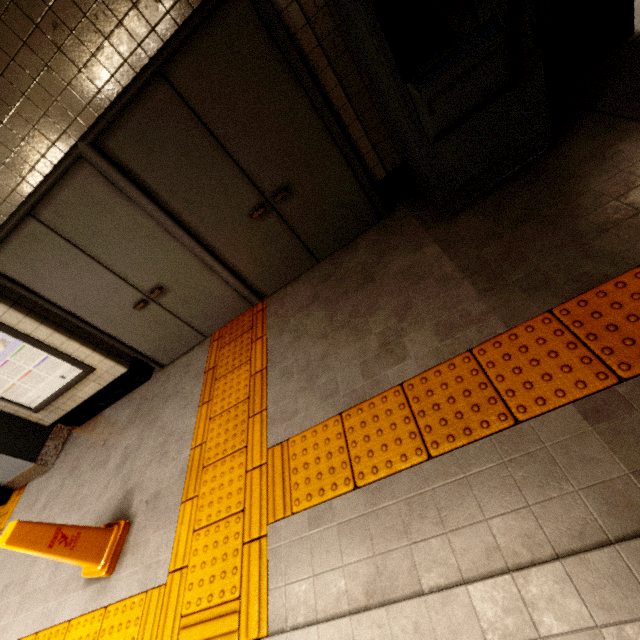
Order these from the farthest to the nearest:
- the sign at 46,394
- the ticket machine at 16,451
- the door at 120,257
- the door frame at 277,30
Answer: the ticket machine at 16,451 → the sign at 46,394 → the door at 120,257 → the door frame at 277,30

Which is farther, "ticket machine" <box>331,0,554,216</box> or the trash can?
the trash can

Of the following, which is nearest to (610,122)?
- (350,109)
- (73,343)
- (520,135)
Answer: (520,135)

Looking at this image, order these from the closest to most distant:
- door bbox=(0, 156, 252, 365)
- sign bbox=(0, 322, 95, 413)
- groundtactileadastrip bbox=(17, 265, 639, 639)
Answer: groundtactileadastrip bbox=(17, 265, 639, 639) → door bbox=(0, 156, 252, 365) → sign bbox=(0, 322, 95, 413)

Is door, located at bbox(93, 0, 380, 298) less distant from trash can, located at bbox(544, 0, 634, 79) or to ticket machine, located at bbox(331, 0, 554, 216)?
ticket machine, located at bbox(331, 0, 554, 216)

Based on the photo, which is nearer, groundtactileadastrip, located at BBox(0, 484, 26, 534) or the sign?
the sign

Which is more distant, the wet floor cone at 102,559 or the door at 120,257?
the door at 120,257

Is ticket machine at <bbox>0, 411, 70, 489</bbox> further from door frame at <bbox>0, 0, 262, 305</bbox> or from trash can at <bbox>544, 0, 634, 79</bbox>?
trash can at <bbox>544, 0, 634, 79</bbox>
